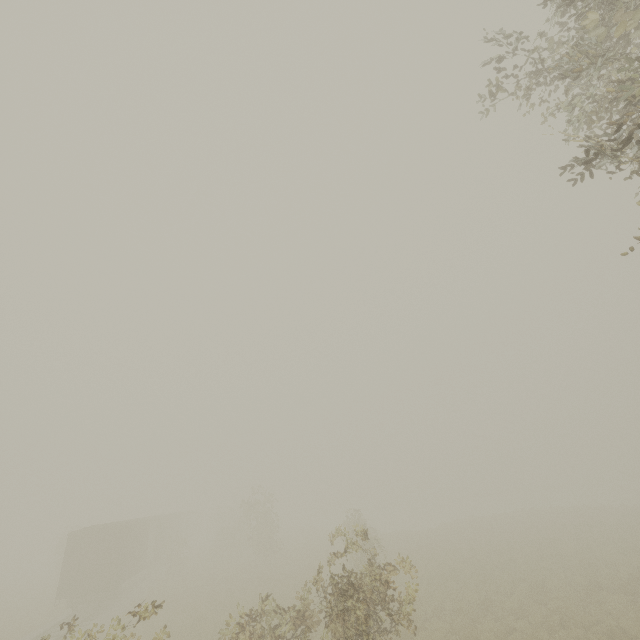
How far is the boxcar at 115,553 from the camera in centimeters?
2120cm

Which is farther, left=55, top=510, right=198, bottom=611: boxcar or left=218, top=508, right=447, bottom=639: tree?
left=55, top=510, right=198, bottom=611: boxcar

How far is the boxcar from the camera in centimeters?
2120cm

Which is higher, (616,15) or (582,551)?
(616,15)

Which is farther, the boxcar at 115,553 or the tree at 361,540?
the boxcar at 115,553
